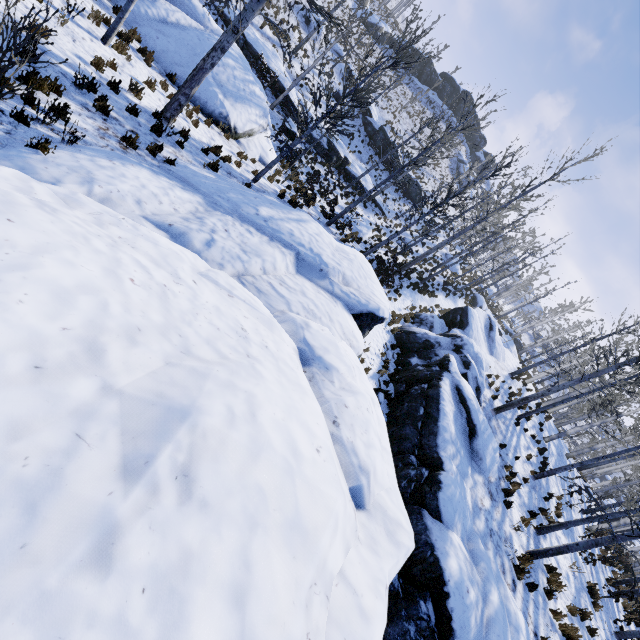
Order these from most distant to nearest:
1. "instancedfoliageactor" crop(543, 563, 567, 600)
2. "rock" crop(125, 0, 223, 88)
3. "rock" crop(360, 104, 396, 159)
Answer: "rock" crop(360, 104, 396, 159)
"rock" crop(125, 0, 223, 88)
"instancedfoliageactor" crop(543, 563, 567, 600)

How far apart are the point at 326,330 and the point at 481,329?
19.92m

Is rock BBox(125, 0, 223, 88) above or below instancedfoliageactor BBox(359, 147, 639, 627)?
below

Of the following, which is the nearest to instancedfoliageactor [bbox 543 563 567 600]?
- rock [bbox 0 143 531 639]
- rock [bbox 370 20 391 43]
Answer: rock [bbox 0 143 531 639]

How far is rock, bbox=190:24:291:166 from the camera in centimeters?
1294cm

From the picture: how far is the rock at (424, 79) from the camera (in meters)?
50.50

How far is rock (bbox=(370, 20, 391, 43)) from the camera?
43.0 meters

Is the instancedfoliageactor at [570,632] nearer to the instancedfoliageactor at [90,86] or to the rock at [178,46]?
the instancedfoliageactor at [90,86]
